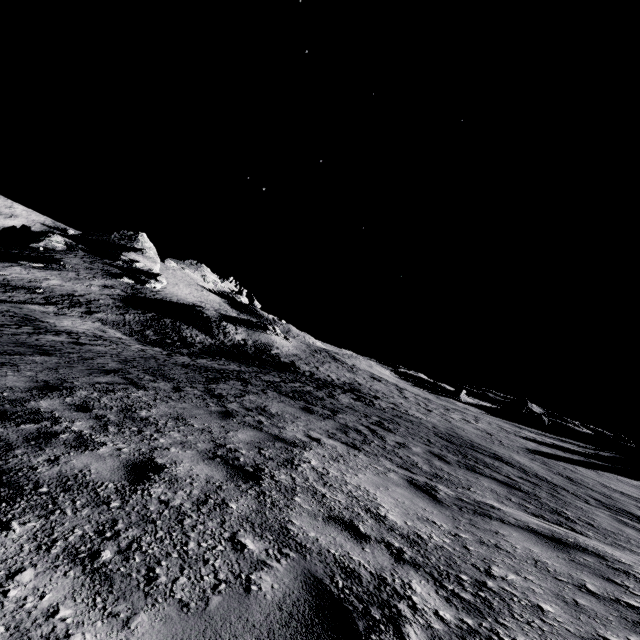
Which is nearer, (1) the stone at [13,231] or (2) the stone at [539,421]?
(1) the stone at [13,231]

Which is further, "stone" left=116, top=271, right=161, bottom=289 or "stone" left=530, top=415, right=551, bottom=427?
"stone" left=530, top=415, right=551, bottom=427

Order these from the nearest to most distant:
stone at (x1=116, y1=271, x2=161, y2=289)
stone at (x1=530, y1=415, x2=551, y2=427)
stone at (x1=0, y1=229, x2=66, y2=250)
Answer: stone at (x1=116, y1=271, x2=161, y2=289)
stone at (x1=0, y1=229, x2=66, y2=250)
stone at (x1=530, y1=415, x2=551, y2=427)

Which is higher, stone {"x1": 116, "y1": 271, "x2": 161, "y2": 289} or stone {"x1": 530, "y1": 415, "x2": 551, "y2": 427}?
stone {"x1": 530, "y1": 415, "x2": 551, "y2": 427}

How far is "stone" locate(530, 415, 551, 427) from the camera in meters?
56.5 m

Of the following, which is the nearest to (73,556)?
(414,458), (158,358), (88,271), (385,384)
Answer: (414,458)

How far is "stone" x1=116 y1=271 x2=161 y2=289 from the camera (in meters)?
53.12

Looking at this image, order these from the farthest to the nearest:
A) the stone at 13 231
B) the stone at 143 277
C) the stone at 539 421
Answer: the stone at 539 421 < the stone at 13 231 < the stone at 143 277
